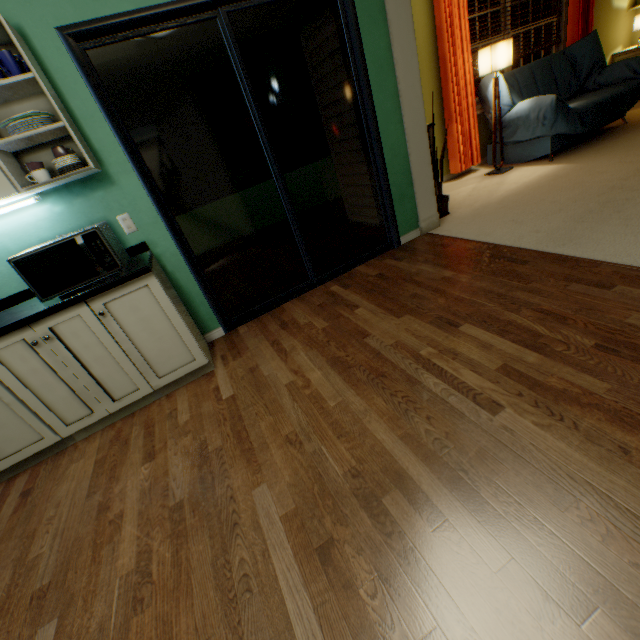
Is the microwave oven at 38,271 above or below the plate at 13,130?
below

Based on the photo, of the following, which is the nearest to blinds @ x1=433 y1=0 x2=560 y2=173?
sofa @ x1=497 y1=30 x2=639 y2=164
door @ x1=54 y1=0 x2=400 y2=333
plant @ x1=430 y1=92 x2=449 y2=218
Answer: sofa @ x1=497 y1=30 x2=639 y2=164

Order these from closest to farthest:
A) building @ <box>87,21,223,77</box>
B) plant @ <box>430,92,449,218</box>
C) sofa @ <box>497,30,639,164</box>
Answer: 1. building @ <box>87,21,223,77</box>
2. plant @ <box>430,92,449,218</box>
3. sofa @ <box>497,30,639,164</box>

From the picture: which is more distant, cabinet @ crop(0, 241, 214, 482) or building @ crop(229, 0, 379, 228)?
building @ crop(229, 0, 379, 228)

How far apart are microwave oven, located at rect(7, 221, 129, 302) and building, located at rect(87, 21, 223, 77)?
1.29m

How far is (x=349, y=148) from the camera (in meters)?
3.84

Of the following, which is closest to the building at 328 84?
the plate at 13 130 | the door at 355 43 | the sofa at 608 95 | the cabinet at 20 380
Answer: the door at 355 43

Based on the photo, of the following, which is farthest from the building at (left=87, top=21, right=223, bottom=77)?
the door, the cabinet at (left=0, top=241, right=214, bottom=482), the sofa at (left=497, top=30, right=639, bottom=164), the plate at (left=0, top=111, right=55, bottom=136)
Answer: A: the sofa at (left=497, top=30, right=639, bottom=164)
